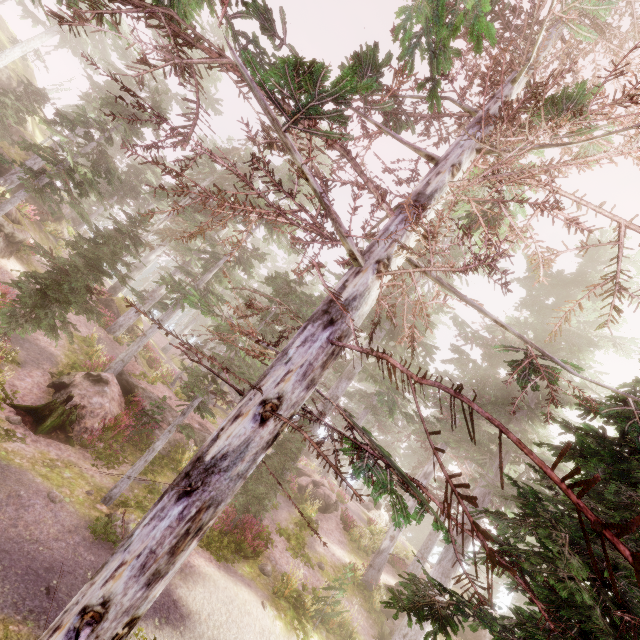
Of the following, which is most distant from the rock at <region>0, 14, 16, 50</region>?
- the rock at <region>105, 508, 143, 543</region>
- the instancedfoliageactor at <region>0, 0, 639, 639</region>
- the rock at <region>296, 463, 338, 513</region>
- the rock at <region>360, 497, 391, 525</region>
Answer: the rock at <region>360, 497, 391, 525</region>

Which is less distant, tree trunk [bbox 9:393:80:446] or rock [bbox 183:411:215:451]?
tree trunk [bbox 9:393:80:446]

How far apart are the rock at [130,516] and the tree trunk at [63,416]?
3.5m

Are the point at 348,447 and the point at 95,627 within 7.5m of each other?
yes

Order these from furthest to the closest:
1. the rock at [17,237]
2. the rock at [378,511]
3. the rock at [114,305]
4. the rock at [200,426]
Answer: the rock at [378,511]
the rock at [114,305]
the rock at [200,426]
the rock at [17,237]

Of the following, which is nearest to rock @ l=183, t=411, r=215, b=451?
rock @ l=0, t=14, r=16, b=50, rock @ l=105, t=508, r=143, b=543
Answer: rock @ l=105, t=508, r=143, b=543

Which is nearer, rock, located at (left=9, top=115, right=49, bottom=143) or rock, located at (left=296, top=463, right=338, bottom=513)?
rock, located at (left=296, top=463, right=338, bottom=513)

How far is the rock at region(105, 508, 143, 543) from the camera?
9.27m
